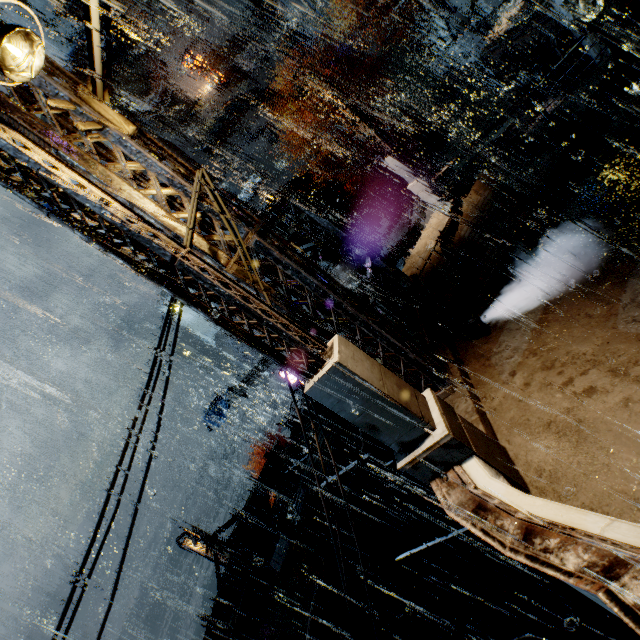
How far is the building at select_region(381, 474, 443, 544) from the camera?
13.7m

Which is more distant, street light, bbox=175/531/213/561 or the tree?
the tree

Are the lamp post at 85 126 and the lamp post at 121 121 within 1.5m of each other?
yes

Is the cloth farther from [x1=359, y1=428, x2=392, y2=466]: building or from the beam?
[x1=359, y1=428, x2=392, y2=466]: building

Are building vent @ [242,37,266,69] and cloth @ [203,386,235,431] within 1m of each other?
no

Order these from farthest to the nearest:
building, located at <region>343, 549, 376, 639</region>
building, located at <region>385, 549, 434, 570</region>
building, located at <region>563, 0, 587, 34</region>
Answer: building, located at <region>385, 549, 434, 570</region> < building, located at <region>343, 549, 376, 639</region> < building, located at <region>563, 0, 587, 34</region>

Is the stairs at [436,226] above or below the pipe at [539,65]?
above

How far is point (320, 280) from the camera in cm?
571
